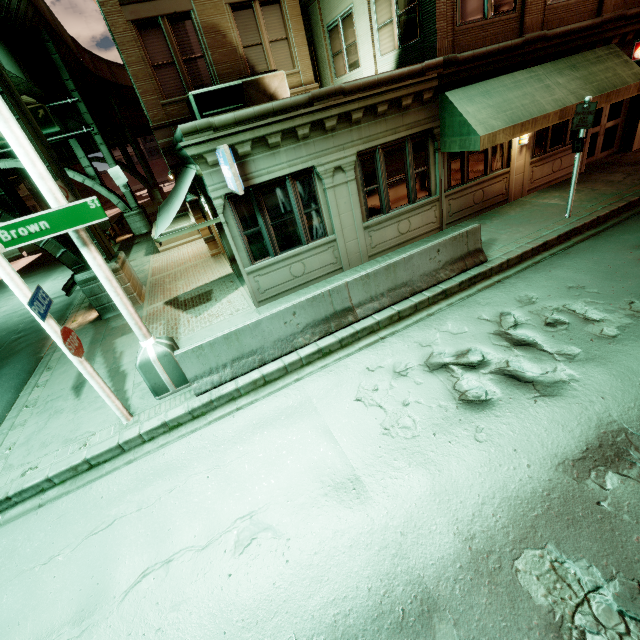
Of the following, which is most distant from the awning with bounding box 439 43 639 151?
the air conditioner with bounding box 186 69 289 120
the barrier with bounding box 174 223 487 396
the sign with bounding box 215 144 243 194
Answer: the sign with bounding box 215 144 243 194

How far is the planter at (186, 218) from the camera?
18.1 meters

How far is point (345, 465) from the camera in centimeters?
483cm

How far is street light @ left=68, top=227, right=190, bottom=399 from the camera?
5.6m

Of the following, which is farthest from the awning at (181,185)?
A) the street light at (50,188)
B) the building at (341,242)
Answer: the street light at (50,188)

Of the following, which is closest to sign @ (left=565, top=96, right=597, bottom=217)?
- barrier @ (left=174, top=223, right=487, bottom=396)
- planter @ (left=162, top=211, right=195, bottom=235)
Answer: barrier @ (left=174, top=223, right=487, bottom=396)

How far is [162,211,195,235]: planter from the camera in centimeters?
1809cm

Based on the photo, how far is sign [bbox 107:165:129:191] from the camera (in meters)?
22.88
